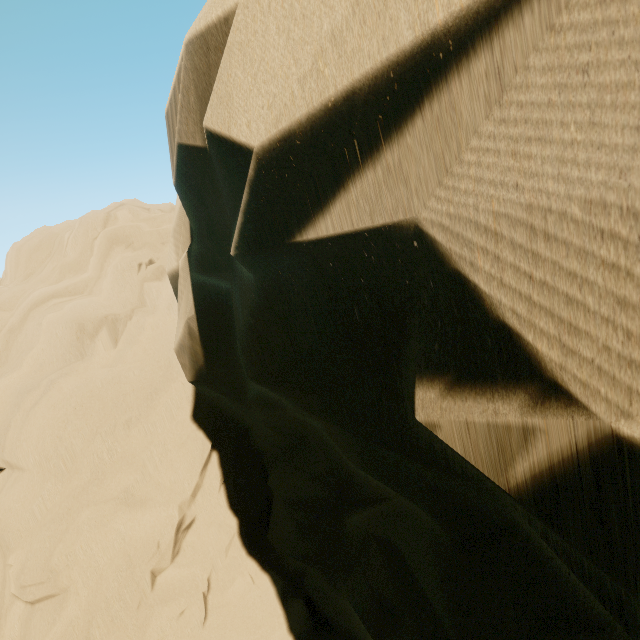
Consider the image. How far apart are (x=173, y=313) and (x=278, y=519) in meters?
6.4 m
